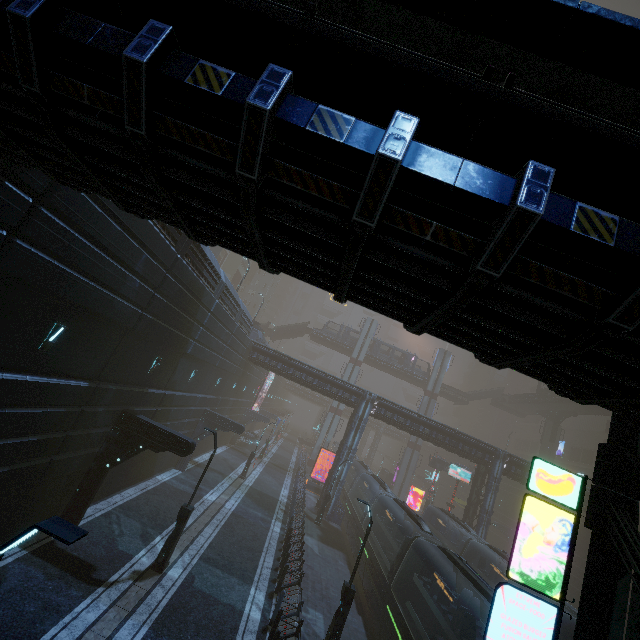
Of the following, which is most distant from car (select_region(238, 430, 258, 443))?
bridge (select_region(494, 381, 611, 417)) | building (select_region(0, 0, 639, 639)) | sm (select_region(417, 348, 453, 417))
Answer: bridge (select_region(494, 381, 611, 417))

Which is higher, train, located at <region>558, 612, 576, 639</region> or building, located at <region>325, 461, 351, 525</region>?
train, located at <region>558, 612, 576, 639</region>

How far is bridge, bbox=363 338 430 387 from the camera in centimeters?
5709cm

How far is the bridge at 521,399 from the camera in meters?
43.2 m

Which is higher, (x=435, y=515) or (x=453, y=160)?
(x=453, y=160)

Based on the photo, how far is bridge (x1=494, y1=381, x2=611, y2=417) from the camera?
43.16m

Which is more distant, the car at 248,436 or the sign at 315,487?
the car at 248,436

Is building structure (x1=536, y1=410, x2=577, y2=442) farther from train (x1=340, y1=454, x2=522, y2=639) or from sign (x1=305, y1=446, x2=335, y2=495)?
train (x1=340, y1=454, x2=522, y2=639)
